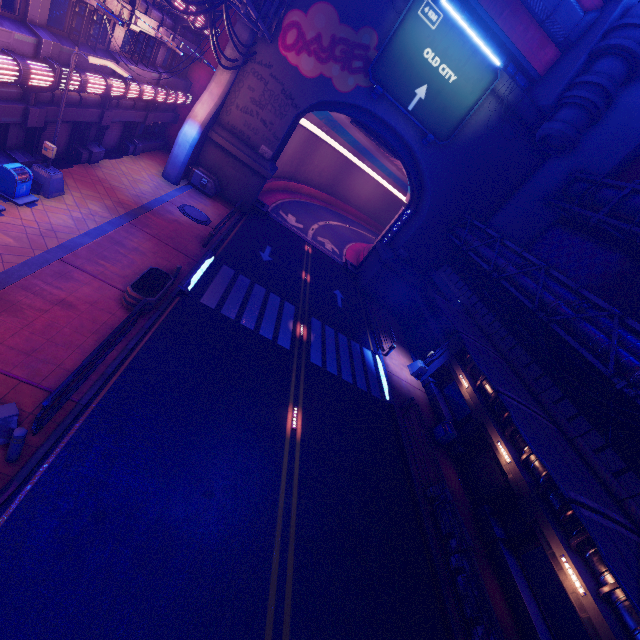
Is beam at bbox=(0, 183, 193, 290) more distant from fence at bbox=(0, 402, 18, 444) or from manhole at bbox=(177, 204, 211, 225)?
fence at bbox=(0, 402, 18, 444)

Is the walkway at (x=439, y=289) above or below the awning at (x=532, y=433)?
below

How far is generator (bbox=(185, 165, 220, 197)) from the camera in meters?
23.6

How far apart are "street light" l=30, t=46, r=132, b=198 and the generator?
10.4m

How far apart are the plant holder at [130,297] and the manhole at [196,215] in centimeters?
796cm

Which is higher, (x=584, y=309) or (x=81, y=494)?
(x=584, y=309)

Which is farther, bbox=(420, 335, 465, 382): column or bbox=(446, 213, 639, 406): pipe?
bbox=(420, 335, 465, 382): column

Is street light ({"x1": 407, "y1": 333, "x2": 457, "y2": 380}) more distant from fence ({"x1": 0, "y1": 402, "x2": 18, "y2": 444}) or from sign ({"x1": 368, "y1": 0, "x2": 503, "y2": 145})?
fence ({"x1": 0, "y1": 402, "x2": 18, "y2": 444})
